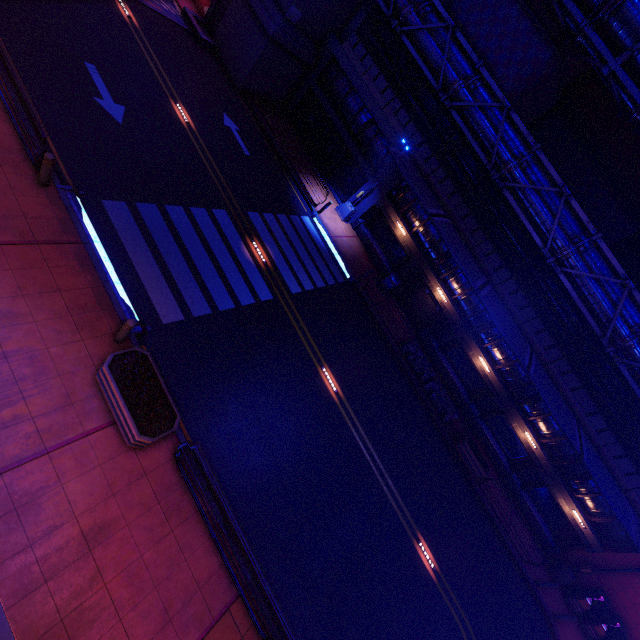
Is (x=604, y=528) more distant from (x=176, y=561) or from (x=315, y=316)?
(x=176, y=561)

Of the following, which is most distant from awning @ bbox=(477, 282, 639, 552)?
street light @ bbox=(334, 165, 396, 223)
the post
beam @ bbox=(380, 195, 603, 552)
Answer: the post

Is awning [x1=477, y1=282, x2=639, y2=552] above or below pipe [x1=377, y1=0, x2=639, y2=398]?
below

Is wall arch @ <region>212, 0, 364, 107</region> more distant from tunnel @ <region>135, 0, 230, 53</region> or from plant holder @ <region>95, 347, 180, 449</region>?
plant holder @ <region>95, 347, 180, 449</region>

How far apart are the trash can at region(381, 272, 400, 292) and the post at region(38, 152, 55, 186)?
16.6 meters

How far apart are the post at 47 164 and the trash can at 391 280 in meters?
16.6 m

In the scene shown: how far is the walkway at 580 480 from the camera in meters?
18.3

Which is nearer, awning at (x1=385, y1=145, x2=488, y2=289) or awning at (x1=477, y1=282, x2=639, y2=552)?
awning at (x1=477, y1=282, x2=639, y2=552)
